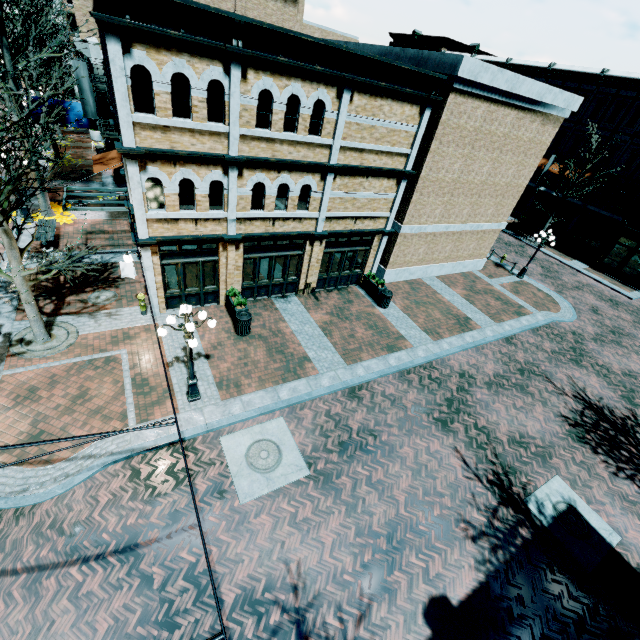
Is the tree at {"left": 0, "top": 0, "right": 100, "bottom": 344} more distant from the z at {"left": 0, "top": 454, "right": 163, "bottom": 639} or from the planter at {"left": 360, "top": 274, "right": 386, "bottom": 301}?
the planter at {"left": 360, "top": 274, "right": 386, "bottom": 301}

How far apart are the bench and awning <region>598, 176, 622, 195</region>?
41.45m

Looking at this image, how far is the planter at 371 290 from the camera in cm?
1659

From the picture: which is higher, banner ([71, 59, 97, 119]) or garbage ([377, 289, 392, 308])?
banner ([71, 59, 97, 119])

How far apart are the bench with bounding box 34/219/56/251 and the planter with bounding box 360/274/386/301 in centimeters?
1496cm

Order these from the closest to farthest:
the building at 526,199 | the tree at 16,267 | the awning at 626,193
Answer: the tree at 16,267, the awning at 626,193, the building at 526,199

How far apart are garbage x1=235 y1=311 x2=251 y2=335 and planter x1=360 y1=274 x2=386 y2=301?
6.9 meters

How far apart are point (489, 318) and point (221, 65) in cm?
1671
